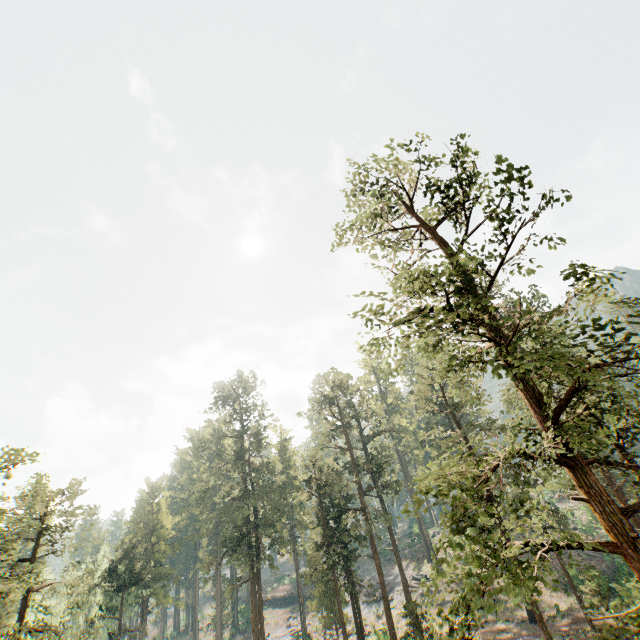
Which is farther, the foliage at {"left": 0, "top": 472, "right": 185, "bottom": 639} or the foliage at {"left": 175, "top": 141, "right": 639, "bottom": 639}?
the foliage at {"left": 0, "top": 472, "right": 185, "bottom": 639}

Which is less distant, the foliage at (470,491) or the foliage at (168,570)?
the foliage at (470,491)

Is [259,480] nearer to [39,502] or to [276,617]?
[39,502]
